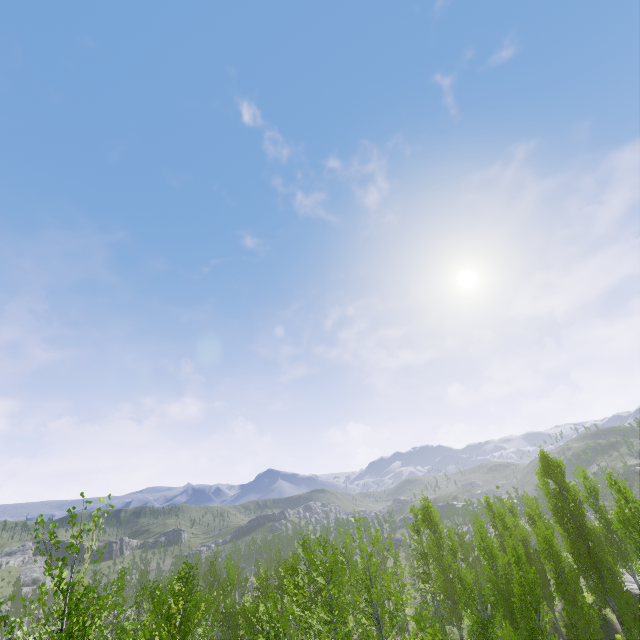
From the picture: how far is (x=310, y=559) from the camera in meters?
25.7 m
